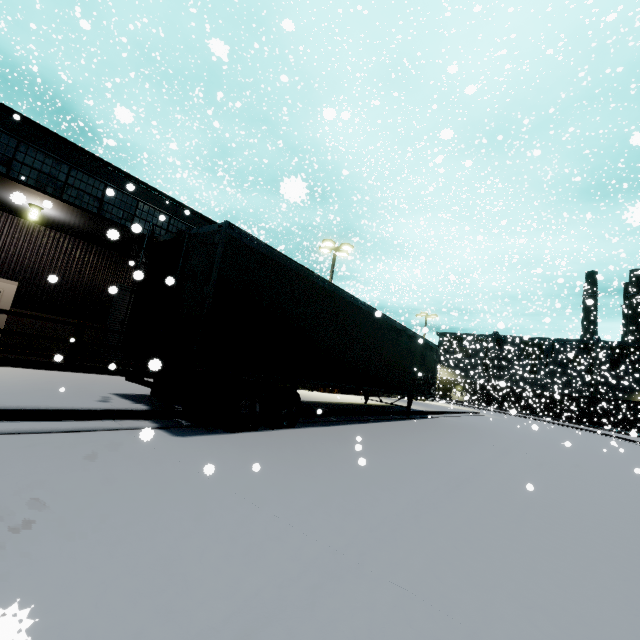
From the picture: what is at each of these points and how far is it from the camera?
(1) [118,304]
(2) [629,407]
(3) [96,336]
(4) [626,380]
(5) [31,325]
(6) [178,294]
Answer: (1) roll-up door, 15.2m
(2) coal car, 42.4m
(3) building, 14.3m
(4) building, 57.2m
(5) building, 12.5m
(6) semi trailer door, 6.4m

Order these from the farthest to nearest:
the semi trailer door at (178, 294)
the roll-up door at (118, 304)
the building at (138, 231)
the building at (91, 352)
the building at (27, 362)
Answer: the roll-up door at (118, 304) → the building at (91, 352) → the building at (138, 231) → the building at (27, 362) → the semi trailer door at (178, 294)

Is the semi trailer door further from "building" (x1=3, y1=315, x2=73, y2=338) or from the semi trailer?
"building" (x1=3, y1=315, x2=73, y2=338)

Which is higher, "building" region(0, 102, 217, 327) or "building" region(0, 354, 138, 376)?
"building" region(0, 102, 217, 327)

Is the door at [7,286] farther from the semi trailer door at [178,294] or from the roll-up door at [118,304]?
the semi trailer door at [178,294]

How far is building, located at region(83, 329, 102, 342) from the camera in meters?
14.0 m

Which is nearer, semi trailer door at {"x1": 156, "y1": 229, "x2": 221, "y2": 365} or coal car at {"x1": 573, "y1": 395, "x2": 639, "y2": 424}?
semi trailer door at {"x1": 156, "y1": 229, "x2": 221, "y2": 365}
